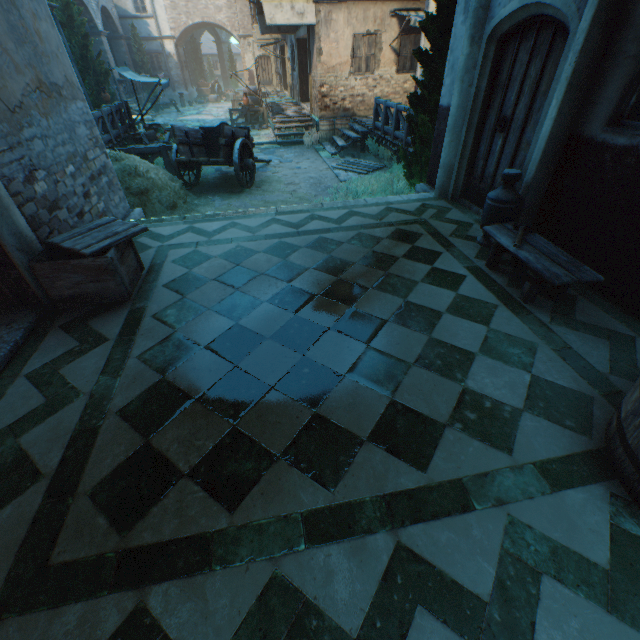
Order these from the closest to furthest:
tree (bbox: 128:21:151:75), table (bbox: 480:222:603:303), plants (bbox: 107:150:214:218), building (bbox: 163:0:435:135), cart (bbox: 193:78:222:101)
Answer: table (bbox: 480:222:603:303) < plants (bbox: 107:150:214:218) < building (bbox: 163:0:435:135) < tree (bbox: 128:21:151:75) < cart (bbox: 193:78:222:101)

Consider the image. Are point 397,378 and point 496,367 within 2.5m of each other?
yes

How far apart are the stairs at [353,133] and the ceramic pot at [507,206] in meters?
9.7 m

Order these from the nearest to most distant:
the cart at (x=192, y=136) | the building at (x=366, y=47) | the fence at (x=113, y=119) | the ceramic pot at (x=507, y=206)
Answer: the ceramic pot at (x=507, y=206)
the cart at (x=192, y=136)
the fence at (x=113, y=119)
the building at (x=366, y=47)

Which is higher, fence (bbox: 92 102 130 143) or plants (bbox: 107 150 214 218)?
fence (bbox: 92 102 130 143)

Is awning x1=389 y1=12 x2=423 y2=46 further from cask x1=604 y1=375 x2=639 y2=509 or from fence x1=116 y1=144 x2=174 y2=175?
cask x1=604 y1=375 x2=639 y2=509

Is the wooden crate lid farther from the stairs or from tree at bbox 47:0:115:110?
tree at bbox 47:0:115:110

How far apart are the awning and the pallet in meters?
5.1
